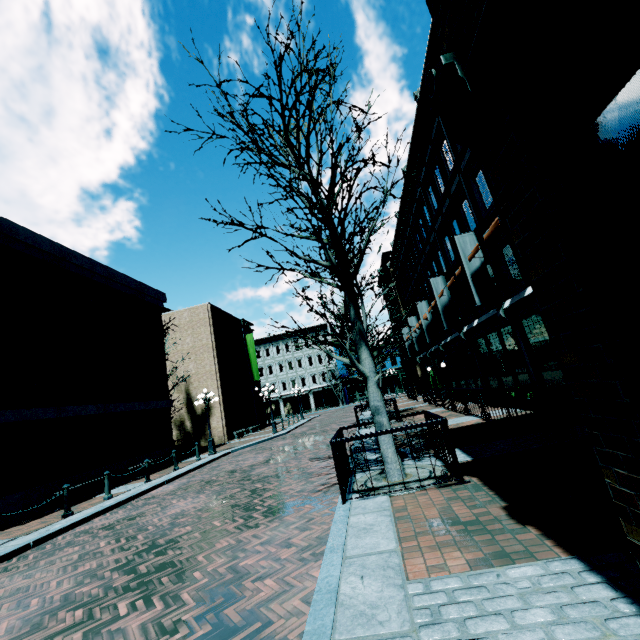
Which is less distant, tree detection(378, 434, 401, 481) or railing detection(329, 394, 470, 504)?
railing detection(329, 394, 470, 504)

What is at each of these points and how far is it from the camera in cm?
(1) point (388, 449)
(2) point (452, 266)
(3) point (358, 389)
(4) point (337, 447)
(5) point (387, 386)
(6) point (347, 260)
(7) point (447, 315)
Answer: (1) tree, 620
(2) building, 1677
(3) building, 4981
(4) railing, 625
(5) building, 5012
(6) tree, 1572
(7) banner, 1678

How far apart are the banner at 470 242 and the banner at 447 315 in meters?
4.8 m

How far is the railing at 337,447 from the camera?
5.32m

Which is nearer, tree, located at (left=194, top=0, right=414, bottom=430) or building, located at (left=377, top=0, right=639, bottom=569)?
building, located at (left=377, top=0, right=639, bottom=569)

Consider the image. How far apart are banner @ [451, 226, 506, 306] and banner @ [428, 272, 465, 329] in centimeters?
481cm

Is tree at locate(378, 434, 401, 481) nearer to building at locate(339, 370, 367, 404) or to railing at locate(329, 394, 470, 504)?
railing at locate(329, 394, 470, 504)
